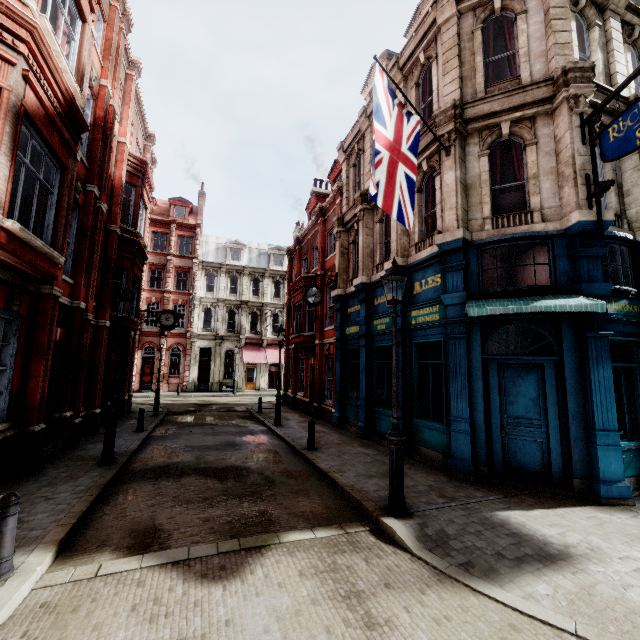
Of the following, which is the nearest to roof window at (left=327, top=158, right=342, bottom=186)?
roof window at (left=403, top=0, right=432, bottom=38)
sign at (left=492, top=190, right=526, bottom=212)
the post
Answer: roof window at (left=403, top=0, right=432, bottom=38)

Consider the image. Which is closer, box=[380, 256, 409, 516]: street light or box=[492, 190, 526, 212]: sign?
box=[380, 256, 409, 516]: street light

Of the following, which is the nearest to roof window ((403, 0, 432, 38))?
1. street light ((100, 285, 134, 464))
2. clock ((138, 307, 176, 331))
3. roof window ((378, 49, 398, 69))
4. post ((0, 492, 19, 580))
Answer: roof window ((378, 49, 398, 69))

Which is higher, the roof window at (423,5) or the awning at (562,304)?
the roof window at (423,5)

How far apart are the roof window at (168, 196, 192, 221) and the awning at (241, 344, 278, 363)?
15.41m

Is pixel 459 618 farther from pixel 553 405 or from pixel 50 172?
pixel 50 172

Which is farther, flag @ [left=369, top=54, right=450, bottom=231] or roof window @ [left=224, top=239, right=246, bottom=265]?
roof window @ [left=224, top=239, right=246, bottom=265]

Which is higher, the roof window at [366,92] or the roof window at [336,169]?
the roof window at [366,92]
